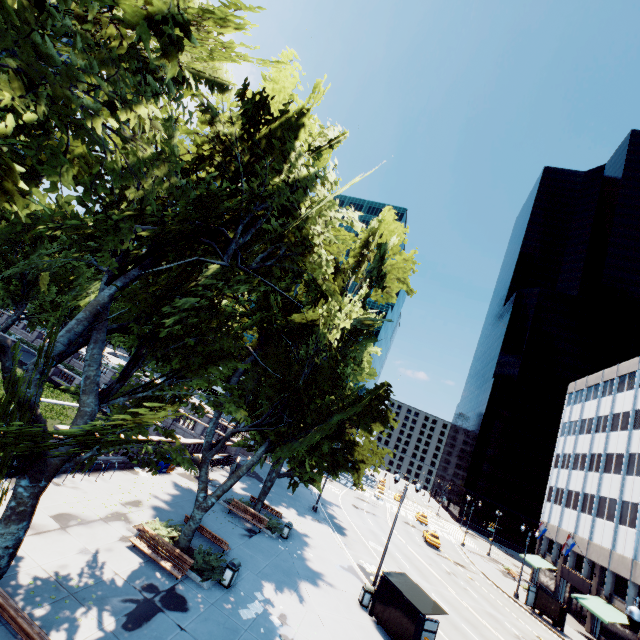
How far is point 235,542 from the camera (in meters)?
Result: 18.81

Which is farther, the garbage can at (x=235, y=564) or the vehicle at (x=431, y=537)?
the vehicle at (x=431, y=537)

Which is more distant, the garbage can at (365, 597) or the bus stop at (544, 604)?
the bus stop at (544, 604)

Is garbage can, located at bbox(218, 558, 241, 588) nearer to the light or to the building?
the light

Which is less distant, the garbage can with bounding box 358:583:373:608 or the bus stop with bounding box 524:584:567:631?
the garbage can with bounding box 358:583:373:608

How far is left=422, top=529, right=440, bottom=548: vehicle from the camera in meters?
41.6 m

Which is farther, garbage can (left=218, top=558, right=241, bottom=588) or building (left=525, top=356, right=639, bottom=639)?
building (left=525, top=356, right=639, bottom=639)

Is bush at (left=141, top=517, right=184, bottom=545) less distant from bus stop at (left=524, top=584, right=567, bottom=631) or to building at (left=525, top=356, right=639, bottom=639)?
bus stop at (left=524, top=584, right=567, bottom=631)
